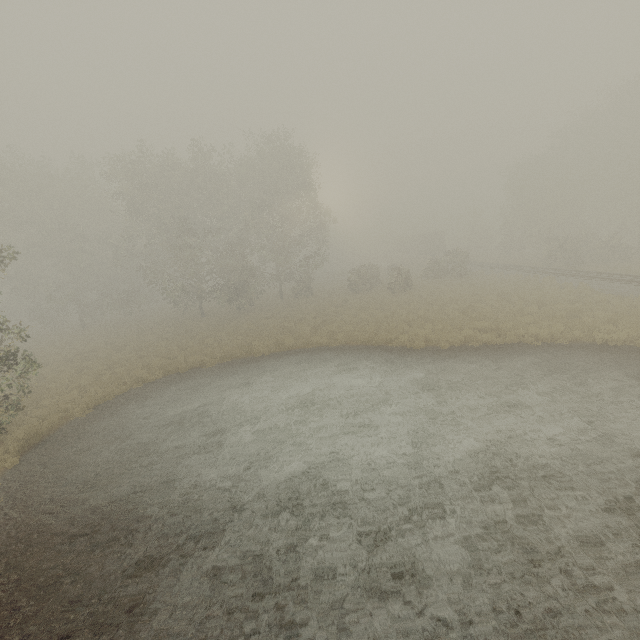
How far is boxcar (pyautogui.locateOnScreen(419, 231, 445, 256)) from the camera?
56.3m

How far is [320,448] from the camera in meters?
10.0

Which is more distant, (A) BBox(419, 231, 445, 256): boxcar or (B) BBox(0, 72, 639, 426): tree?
(A) BBox(419, 231, 445, 256): boxcar

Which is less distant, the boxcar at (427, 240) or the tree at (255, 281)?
the tree at (255, 281)

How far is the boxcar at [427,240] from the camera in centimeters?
5628cm
